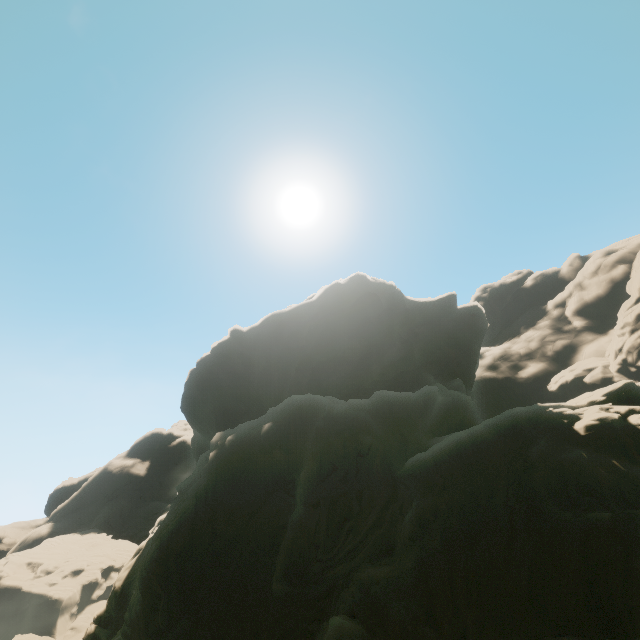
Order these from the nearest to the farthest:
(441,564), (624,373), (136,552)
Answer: (441,564), (136,552), (624,373)
